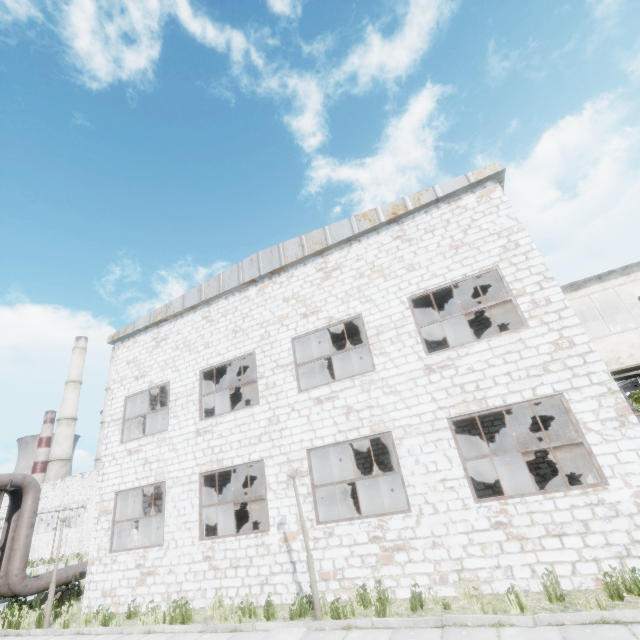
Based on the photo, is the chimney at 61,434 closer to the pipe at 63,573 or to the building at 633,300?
the pipe at 63,573

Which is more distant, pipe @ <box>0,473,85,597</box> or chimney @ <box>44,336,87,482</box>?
chimney @ <box>44,336,87,482</box>

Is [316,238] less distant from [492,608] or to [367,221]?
[367,221]

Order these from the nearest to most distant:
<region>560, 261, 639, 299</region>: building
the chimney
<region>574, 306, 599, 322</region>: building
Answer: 1. <region>560, 261, 639, 299</region>: building
2. <region>574, 306, 599, 322</region>: building
3. the chimney

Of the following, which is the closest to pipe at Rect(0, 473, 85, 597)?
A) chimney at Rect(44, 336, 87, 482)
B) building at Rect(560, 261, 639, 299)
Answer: building at Rect(560, 261, 639, 299)

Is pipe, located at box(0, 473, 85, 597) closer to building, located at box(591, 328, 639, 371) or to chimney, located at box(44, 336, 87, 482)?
building, located at box(591, 328, 639, 371)

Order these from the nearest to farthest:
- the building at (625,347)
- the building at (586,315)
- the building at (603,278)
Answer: the building at (625,347)
the building at (603,278)
the building at (586,315)
